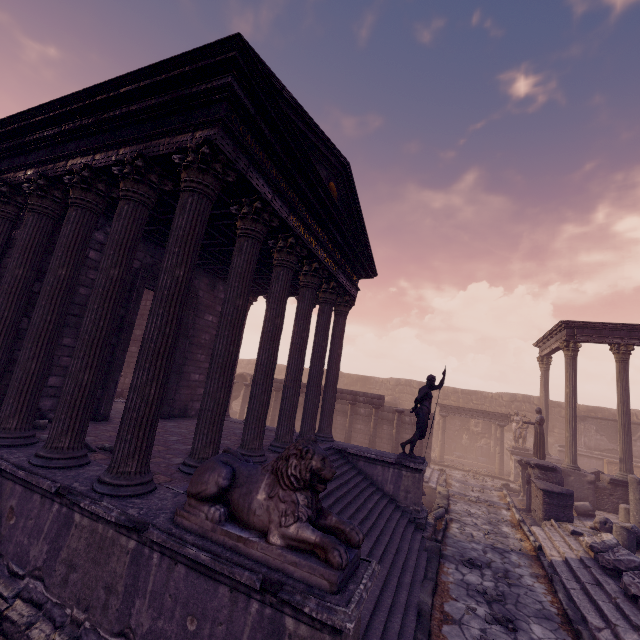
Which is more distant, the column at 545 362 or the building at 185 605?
the column at 545 362

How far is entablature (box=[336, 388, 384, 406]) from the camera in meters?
15.4 m

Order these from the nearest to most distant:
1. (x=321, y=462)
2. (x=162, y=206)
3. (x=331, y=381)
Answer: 1. (x=321, y=462)
2. (x=162, y=206)
3. (x=331, y=381)

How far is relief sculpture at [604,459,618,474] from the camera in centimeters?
1906cm

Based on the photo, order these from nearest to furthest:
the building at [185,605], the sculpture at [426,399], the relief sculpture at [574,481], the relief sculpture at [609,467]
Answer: the building at [185,605], the sculpture at [426,399], the relief sculpture at [574,481], the relief sculpture at [609,467]

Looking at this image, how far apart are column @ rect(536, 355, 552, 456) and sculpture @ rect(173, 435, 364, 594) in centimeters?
1962cm

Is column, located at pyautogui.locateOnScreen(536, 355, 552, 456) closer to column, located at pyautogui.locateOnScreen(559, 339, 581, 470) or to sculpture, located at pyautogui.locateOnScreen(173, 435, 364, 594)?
column, located at pyautogui.locateOnScreen(559, 339, 581, 470)

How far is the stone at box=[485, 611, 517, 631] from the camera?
5.3m
